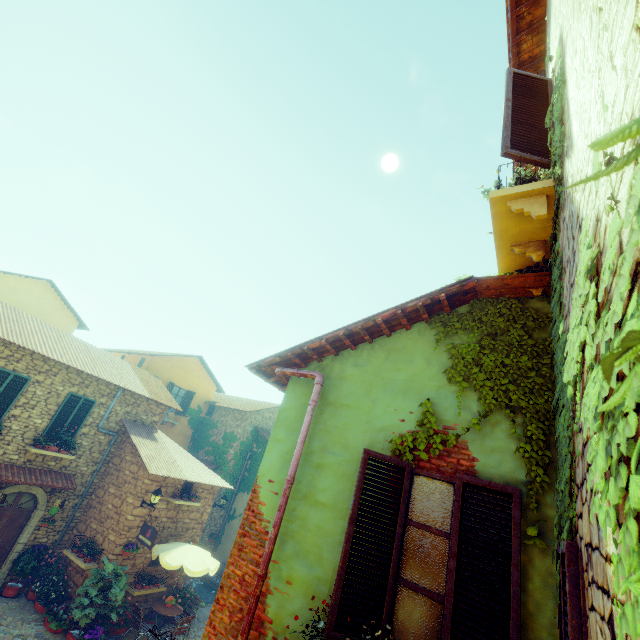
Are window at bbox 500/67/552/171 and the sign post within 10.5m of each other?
no

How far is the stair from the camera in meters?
15.3 m

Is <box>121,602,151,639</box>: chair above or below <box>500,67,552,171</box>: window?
below

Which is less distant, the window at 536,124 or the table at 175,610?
the window at 536,124

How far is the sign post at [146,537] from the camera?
11.3m

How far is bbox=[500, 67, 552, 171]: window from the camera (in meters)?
3.31

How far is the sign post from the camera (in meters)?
11.26

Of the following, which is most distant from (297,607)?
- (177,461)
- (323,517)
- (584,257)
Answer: (177,461)
